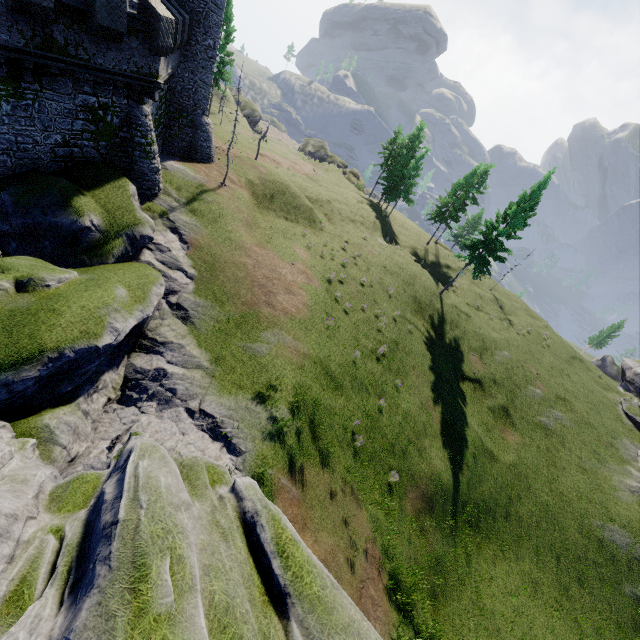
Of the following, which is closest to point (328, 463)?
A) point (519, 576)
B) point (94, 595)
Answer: point (94, 595)
